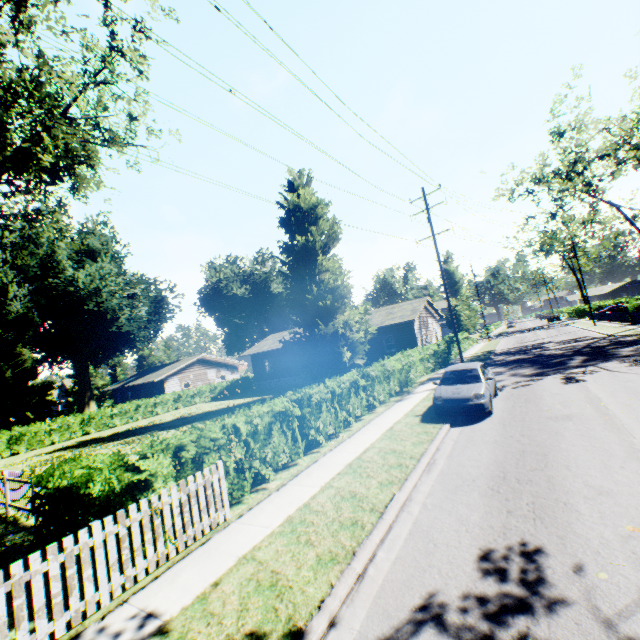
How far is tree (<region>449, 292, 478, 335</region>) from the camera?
40.2m

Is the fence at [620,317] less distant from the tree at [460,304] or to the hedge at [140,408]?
the tree at [460,304]

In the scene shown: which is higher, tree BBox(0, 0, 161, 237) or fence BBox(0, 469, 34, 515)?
tree BBox(0, 0, 161, 237)

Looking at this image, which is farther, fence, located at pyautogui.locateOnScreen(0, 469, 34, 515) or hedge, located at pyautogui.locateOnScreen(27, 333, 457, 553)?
fence, located at pyautogui.locateOnScreen(0, 469, 34, 515)

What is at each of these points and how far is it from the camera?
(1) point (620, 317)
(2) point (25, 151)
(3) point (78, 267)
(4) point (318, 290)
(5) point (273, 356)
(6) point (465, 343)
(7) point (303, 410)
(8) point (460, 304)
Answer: (1) fence, 36.8 meters
(2) tree, 14.6 meters
(3) plant, 42.8 meters
(4) plant, 28.2 meters
(5) house, 37.1 meters
(6) hedge, 38.4 meters
(7) hedge, 10.8 meters
(8) tree, 41.0 meters

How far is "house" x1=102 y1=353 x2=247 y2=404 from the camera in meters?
38.6 m

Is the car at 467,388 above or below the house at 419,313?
below

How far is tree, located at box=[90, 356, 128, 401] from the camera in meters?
54.1 m
